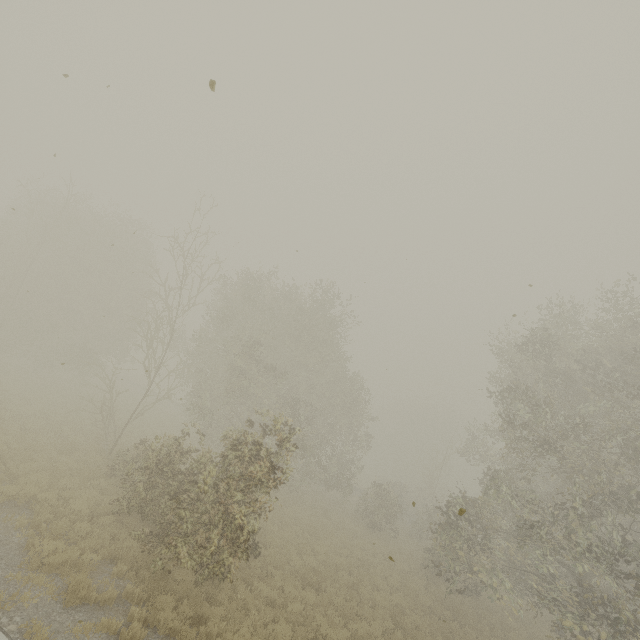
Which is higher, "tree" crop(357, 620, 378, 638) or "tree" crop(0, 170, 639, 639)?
"tree" crop(0, 170, 639, 639)

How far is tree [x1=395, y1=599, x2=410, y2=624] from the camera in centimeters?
1312cm

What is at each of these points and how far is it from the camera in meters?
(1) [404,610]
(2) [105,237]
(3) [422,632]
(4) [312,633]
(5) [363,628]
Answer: (1) tree, 14.4
(2) tree, 30.4
(3) tree, 13.3
(4) tree, 9.9
(5) tree, 11.5

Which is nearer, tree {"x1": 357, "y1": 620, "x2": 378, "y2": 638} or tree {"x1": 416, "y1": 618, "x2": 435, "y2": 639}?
tree {"x1": 357, "y1": 620, "x2": 378, "y2": 638}

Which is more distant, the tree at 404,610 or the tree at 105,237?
the tree at 404,610

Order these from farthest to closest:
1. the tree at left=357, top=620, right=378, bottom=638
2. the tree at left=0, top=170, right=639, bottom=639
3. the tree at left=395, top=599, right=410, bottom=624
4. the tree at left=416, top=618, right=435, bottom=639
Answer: the tree at left=395, top=599, right=410, bottom=624 → the tree at left=416, top=618, right=435, bottom=639 → the tree at left=357, top=620, right=378, bottom=638 → the tree at left=0, top=170, right=639, bottom=639
